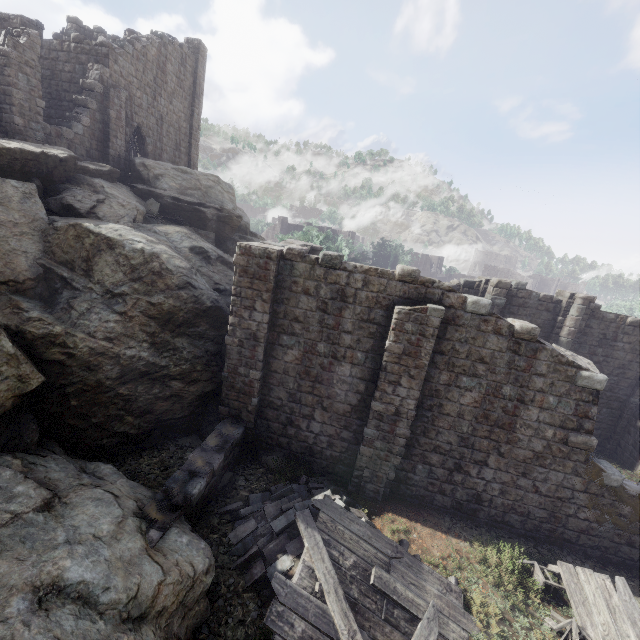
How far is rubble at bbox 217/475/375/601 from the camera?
7.40m

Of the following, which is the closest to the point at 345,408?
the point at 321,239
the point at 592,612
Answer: the point at 592,612

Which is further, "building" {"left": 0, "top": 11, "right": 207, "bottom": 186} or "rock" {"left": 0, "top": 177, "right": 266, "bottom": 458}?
"building" {"left": 0, "top": 11, "right": 207, "bottom": 186}

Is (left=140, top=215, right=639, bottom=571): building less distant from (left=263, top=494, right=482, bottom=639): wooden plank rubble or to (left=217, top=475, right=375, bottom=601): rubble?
(left=217, top=475, right=375, bottom=601): rubble

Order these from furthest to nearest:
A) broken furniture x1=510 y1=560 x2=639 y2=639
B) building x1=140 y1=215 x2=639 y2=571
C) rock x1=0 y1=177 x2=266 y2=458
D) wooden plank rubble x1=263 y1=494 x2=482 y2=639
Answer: building x1=140 y1=215 x2=639 y2=571 → rock x1=0 y1=177 x2=266 y2=458 → broken furniture x1=510 y1=560 x2=639 y2=639 → wooden plank rubble x1=263 y1=494 x2=482 y2=639

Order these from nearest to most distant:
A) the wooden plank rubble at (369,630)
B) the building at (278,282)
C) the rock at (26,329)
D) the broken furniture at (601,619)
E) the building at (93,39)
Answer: the wooden plank rubble at (369,630)
the broken furniture at (601,619)
the rock at (26,329)
the building at (278,282)
the building at (93,39)

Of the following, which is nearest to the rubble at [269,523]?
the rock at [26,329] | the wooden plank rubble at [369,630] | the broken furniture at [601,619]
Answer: the wooden plank rubble at [369,630]

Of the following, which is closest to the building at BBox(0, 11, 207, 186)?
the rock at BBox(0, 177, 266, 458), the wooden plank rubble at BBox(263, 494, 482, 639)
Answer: the rock at BBox(0, 177, 266, 458)
